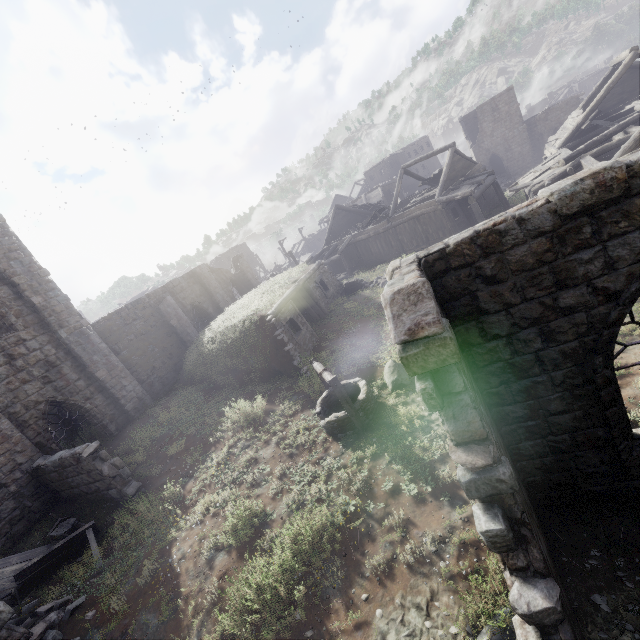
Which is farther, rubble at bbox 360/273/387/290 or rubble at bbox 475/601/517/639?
rubble at bbox 360/273/387/290

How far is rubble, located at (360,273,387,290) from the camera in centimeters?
2020cm

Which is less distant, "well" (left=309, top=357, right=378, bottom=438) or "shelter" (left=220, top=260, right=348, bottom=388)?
"well" (left=309, top=357, right=378, bottom=438)

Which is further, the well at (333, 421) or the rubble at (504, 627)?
the well at (333, 421)

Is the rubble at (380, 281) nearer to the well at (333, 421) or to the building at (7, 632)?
the building at (7, 632)

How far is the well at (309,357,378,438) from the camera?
9.3 meters

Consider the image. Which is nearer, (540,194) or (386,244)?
(540,194)

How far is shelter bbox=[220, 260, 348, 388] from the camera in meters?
13.7
